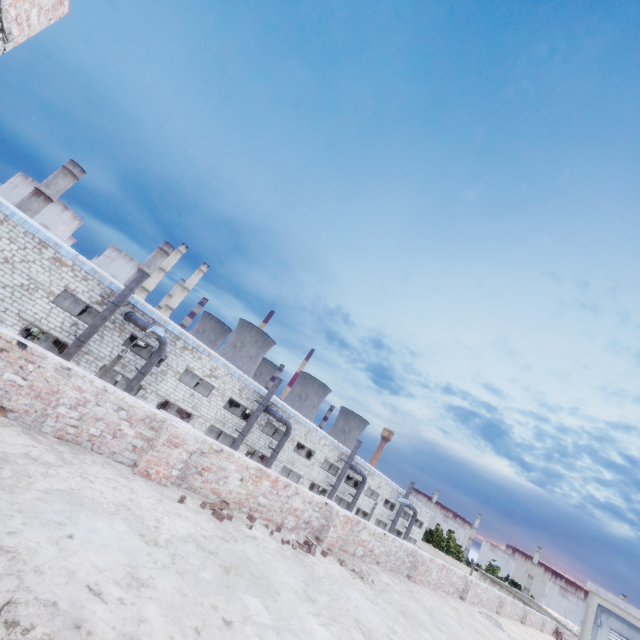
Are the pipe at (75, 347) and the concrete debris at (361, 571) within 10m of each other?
no

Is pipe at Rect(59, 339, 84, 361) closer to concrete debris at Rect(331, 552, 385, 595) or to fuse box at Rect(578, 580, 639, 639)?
concrete debris at Rect(331, 552, 385, 595)

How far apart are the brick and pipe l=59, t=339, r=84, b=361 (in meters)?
18.98

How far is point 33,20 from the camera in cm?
363

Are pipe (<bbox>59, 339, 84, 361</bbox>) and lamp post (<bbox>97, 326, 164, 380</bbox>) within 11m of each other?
yes

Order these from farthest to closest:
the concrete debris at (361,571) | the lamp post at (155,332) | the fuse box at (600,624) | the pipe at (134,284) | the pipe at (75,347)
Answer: the pipe at (134,284) < the pipe at (75,347) < the lamp post at (155,332) < the concrete debris at (361,571) < the fuse box at (600,624)

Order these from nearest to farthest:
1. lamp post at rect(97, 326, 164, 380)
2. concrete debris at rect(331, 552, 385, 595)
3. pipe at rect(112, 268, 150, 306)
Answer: concrete debris at rect(331, 552, 385, 595) < lamp post at rect(97, 326, 164, 380) < pipe at rect(112, 268, 150, 306)

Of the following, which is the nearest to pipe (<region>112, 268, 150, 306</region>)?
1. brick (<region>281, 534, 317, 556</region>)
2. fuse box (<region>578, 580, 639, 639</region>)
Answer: brick (<region>281, 534, 317, 556</region>)
